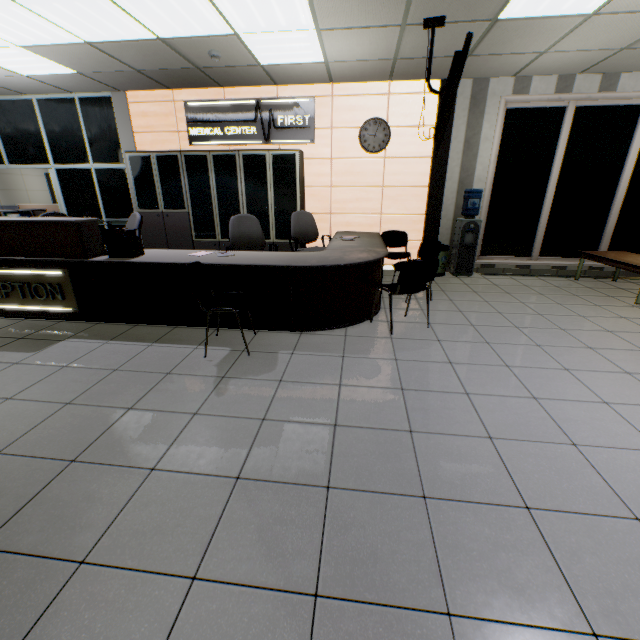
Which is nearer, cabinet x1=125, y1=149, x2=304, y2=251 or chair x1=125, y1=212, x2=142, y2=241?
chair x1=125, y1=212, x2=142, y2=241

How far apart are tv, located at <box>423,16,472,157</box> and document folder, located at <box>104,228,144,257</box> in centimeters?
344cm

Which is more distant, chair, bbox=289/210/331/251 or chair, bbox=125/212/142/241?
chair, bbox=289/210/331/251

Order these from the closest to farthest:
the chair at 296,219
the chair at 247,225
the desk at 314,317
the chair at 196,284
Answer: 1. the chair at 196,284
2. the desk at 314,317
3. the chair at 247,225
4. the chair at 296,219

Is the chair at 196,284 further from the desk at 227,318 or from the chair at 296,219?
the chair at 296,219

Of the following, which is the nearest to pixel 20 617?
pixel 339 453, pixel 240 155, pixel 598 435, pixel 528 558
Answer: pixel 339 453

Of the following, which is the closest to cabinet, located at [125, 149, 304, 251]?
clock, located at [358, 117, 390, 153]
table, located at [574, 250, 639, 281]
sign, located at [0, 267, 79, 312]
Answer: clock, located at [358, 117, 390, 153]

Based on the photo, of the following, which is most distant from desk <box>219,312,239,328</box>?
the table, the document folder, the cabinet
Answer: the table
